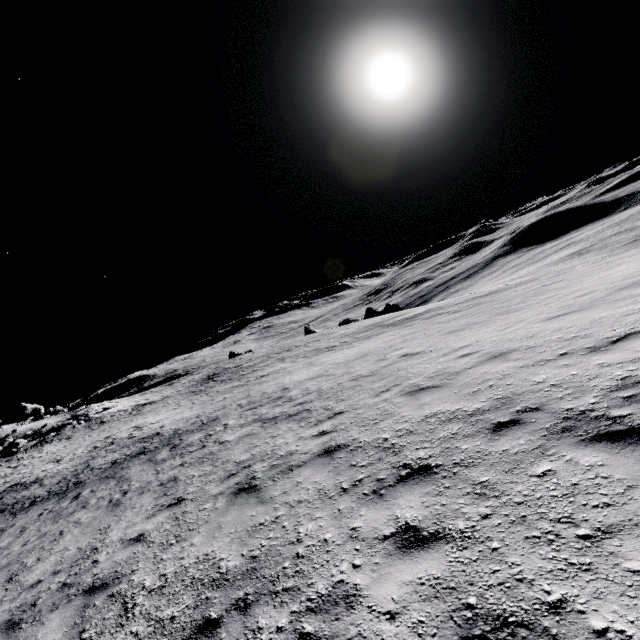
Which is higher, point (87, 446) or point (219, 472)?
point (219, 472)

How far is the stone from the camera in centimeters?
4722cm

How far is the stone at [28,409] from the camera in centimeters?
4722cm
